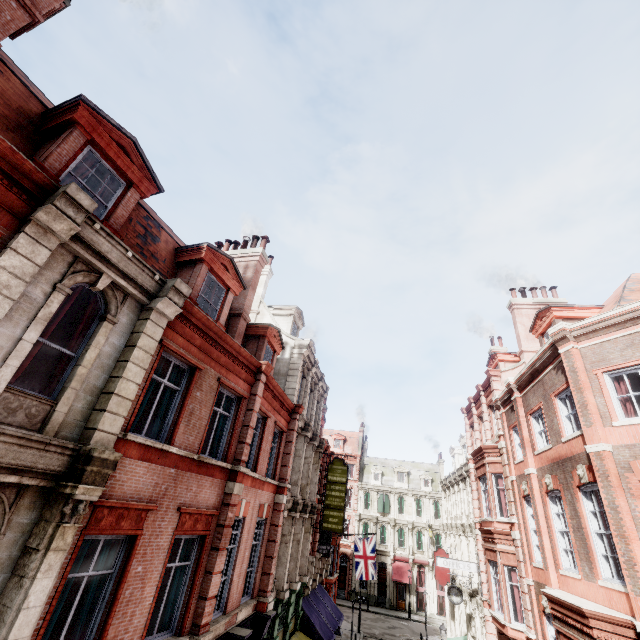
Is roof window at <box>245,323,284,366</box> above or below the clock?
above

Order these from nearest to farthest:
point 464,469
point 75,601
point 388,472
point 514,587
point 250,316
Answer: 1. point 75,601
2. point 514,587
3. point 250,316
4. point 464,469
5. point 388,472

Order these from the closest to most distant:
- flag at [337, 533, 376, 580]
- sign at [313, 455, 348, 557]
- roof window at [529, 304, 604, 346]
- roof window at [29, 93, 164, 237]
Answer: roof window at [29, 93, 164, 237]
roof window at [529, 304, 604, 346]
sign at [313, 455, 348, 557]
flag at [337, 533, 376, 580]

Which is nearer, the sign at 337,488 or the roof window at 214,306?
the roof window at 214,306

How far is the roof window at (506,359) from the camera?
22.0 meters

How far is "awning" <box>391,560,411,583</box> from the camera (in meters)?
41.03

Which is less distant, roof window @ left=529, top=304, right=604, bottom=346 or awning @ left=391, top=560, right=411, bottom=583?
roof window @ left=529, top=304, right=604, bottom=346

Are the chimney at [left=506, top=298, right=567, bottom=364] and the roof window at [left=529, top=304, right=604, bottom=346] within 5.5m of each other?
yes
